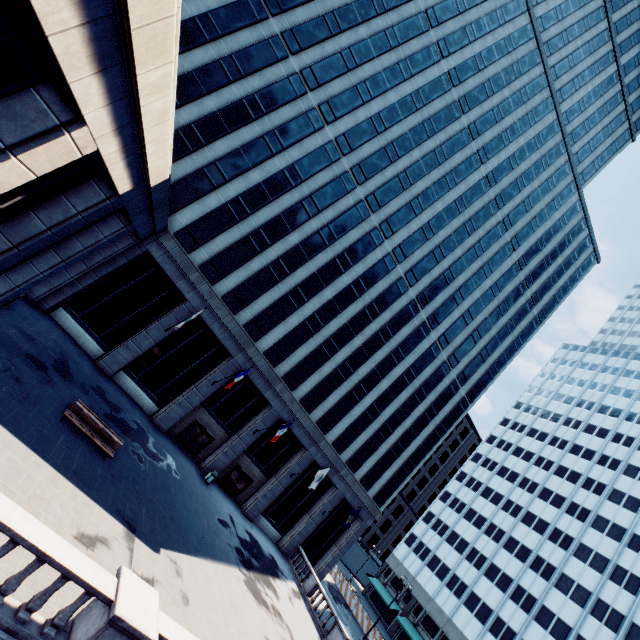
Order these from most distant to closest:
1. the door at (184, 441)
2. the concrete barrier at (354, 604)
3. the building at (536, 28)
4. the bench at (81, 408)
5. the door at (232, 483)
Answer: the concrete barrier at (354, 604) < the door at (232, 483) < the door at (184, 441) < the bench at (81, 408) < the building at (536, 28)

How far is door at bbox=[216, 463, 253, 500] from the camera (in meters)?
28.64

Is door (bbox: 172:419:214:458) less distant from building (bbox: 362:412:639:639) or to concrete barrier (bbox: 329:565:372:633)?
concrete barrier (bbox: 329:565:372:633)

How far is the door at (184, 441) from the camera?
26.8 meters

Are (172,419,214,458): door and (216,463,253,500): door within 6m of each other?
yes

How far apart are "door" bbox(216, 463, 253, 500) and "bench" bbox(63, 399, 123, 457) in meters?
14.7 m

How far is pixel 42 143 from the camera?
6.7 meters

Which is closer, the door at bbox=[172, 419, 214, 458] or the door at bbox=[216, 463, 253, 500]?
the door at bbox=[172, 419, 214, 458]
